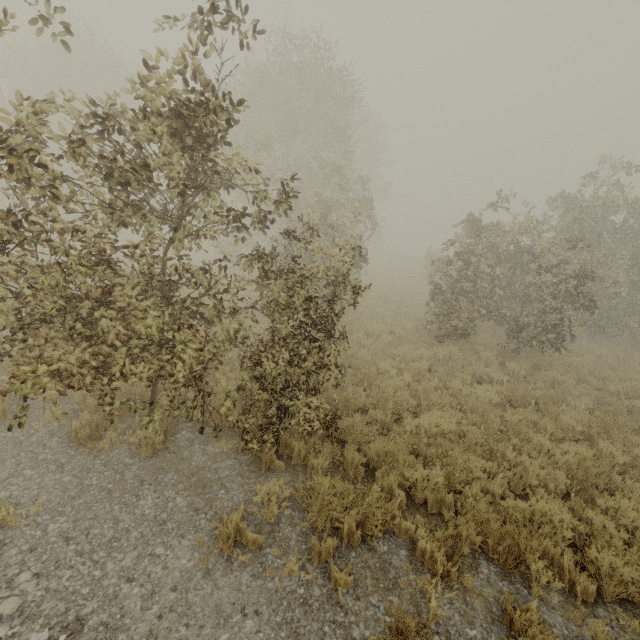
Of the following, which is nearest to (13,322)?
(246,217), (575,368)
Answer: (575,368)
